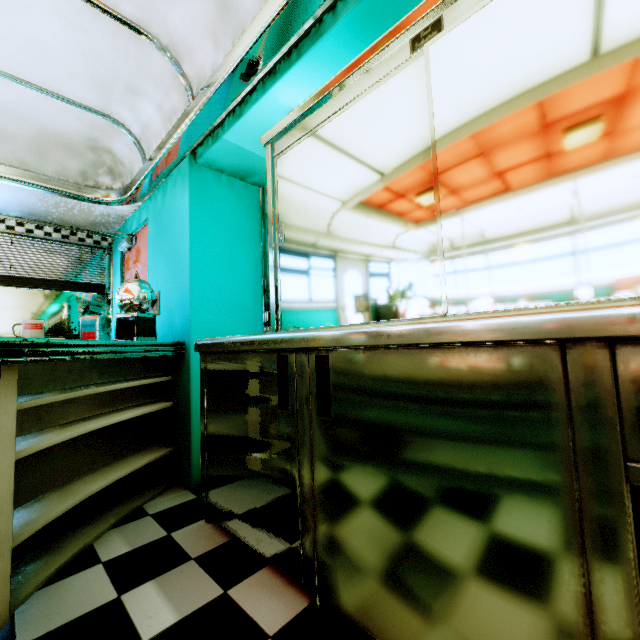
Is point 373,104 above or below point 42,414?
above

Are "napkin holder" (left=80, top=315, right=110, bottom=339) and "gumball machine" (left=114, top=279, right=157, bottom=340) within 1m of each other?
yes

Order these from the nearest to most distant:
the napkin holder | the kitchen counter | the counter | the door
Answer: the kitchen counter, the counter, the napkin holder, the door

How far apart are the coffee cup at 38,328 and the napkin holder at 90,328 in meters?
0.5 m

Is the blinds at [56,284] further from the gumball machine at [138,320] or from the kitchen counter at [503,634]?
the kitchen counter at [503,634]

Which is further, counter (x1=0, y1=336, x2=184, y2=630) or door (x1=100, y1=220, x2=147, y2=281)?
door (x1=100, y1=220, x2=147, y2=281)

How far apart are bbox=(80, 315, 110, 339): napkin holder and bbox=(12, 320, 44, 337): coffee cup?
0.52m

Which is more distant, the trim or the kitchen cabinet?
the trim
